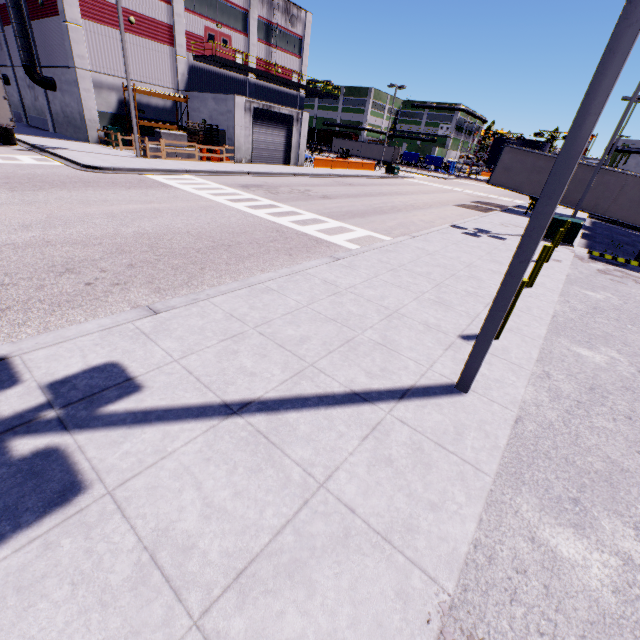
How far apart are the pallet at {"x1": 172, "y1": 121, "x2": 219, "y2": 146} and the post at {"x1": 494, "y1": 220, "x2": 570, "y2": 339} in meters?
26.9

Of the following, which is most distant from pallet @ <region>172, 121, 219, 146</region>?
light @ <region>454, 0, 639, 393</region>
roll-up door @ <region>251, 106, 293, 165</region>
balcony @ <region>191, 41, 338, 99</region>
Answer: light @ <region>454, 0, 639, 393</region>

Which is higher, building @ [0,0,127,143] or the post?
building @ [0,0,127,143]

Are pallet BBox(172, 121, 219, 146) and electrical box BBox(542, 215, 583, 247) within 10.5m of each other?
no

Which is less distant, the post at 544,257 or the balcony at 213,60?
the post at 544,257

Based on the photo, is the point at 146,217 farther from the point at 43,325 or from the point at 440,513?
the point at 440,513

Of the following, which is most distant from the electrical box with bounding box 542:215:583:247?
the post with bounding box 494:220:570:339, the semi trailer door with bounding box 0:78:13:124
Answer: the semi trailer door with bounding box 0:78:13:124

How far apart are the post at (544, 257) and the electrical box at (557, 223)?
8.53m
